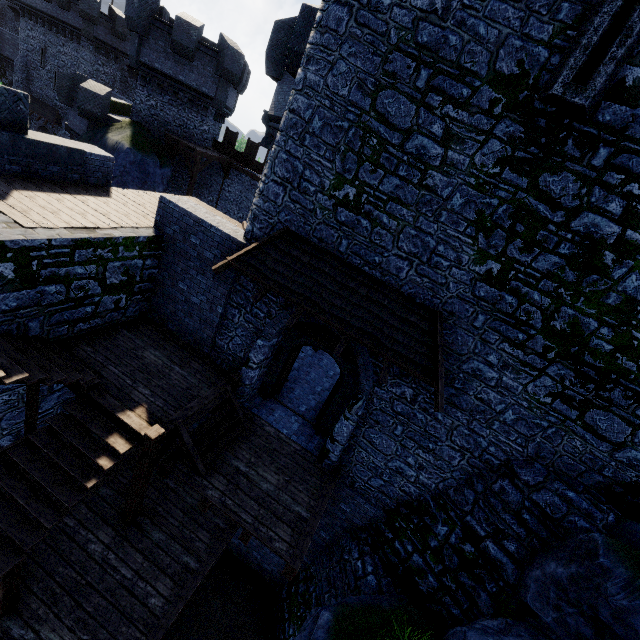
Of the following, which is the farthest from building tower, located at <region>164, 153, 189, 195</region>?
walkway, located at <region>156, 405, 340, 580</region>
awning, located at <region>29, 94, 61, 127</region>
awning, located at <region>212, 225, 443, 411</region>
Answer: walkway, located at <region>156, 405, 340, 580</region>

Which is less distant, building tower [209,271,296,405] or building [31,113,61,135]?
building tower [209,271,296,405]

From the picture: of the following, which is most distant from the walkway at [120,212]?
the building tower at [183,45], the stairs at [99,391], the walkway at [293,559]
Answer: the building tower at [183,45]

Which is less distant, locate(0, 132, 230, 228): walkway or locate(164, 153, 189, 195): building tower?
locate(0, 132, 230, 228): walkway

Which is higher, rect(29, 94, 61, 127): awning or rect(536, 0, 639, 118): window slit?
rect(536, 0, 639, 118): window slit

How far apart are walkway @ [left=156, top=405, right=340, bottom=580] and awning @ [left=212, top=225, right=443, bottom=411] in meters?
3.6 m

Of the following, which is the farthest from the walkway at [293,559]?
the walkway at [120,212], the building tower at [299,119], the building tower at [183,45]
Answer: the building tower at [183,45]

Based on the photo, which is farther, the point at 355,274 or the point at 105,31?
the point at 105,31
